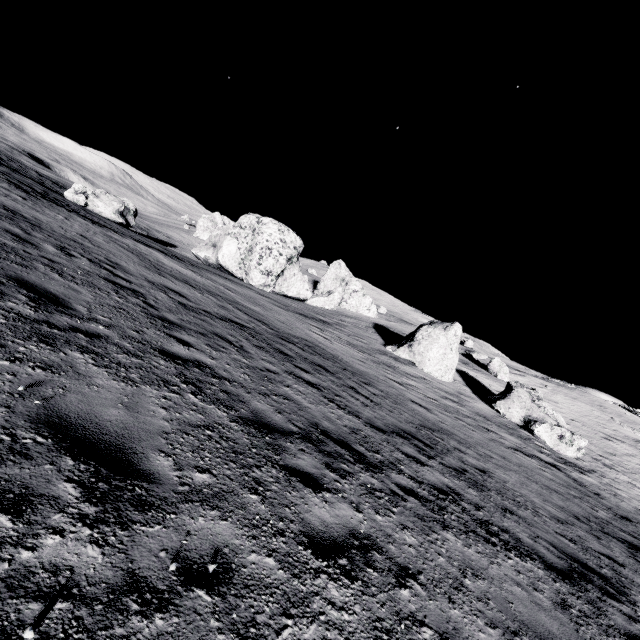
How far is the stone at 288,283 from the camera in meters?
32.8

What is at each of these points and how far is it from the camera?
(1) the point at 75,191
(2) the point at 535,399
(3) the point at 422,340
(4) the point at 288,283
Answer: (1) stone, 29.7 meters
(2) stone, 22.3 meters
(3) stone, 26.3 meters
(4) stone, 36.6 meters

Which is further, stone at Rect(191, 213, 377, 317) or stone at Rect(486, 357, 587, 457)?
stone at Rect(191, 213, 377, 317)

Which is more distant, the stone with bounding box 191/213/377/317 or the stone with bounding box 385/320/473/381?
the stone with bounding box 191/213/377/317

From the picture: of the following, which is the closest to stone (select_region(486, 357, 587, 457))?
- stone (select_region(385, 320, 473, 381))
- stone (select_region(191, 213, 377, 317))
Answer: stone (select_region(385, 320, 473, 381))

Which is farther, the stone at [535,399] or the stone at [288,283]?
the stone at [288,283]

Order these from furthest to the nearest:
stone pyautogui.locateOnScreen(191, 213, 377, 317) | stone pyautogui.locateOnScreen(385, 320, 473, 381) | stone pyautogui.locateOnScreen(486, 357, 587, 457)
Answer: stone pyautogui.locateOnScreen(191, 213, 377, 317) < stone pyautogui.locateOnScreen(385, 320, 473, 381) < stone pyautogui.locateOnScreen(486, 357, 587, 457)

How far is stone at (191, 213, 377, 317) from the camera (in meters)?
32.84
